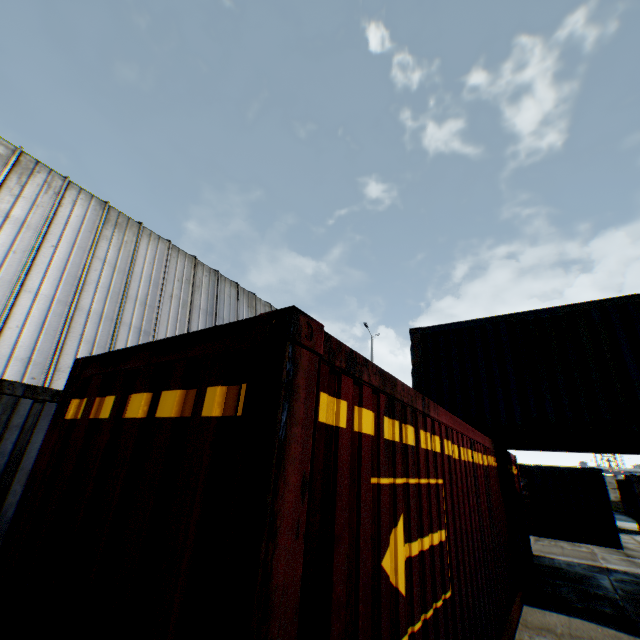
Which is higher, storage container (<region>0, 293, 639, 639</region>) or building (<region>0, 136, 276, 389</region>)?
building (<region>0, 136, 276, 389</region>)

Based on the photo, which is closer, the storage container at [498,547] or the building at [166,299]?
the storage container at [498,547]

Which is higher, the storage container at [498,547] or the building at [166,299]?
the building at [166,299]

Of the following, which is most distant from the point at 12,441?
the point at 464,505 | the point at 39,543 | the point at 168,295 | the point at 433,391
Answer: the point at 168,295

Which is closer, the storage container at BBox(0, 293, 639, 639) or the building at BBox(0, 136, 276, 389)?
the storage container at BBox(0, 293, 639, 639)
